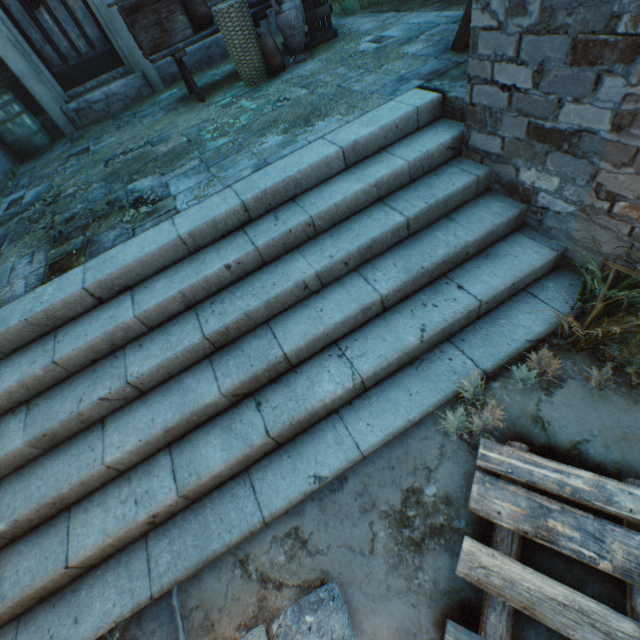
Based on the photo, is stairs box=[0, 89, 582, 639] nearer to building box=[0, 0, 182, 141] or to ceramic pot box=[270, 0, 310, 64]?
building box=[0, 0, 182, 141]

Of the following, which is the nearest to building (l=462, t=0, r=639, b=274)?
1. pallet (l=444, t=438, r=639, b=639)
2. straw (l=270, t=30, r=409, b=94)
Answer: straw (l=270, t=30, r=409, b=94)

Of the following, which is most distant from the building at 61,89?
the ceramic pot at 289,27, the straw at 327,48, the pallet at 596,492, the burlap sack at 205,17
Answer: the ceramic pot at 289,27

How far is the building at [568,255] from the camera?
2.52m

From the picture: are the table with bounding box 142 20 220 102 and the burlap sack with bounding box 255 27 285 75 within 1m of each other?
yes

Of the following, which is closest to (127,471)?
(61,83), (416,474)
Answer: (416,474)

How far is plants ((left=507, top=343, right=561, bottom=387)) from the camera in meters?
2.1

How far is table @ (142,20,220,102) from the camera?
4.6 meters
